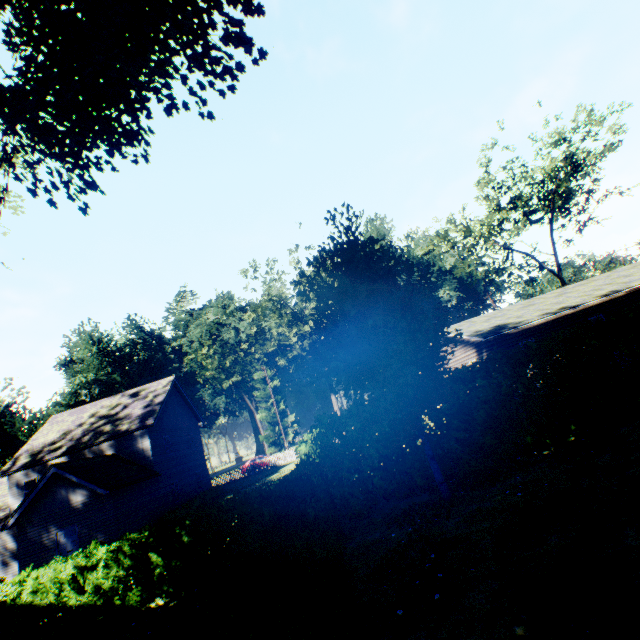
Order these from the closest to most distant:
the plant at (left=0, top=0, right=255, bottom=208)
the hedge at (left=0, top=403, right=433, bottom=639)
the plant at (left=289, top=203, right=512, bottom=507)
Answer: the hedge at (left=0, top=403, right=433, bottom=639)
the plant at (left=0, top=0, right=255, bottom=208)
the plant at (left=289, top=203, right=512, bottom=507)

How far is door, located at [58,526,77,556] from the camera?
17.4 meters

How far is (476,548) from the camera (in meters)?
5.96

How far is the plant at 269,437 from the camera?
55.5 meters

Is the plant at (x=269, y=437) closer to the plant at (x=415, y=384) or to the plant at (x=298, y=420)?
the plant at (x=298, y=420)

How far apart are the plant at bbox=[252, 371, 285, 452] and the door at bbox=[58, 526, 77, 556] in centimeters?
3876cm

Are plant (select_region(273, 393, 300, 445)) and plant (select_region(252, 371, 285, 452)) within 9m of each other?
yes

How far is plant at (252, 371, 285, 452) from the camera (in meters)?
55.53
